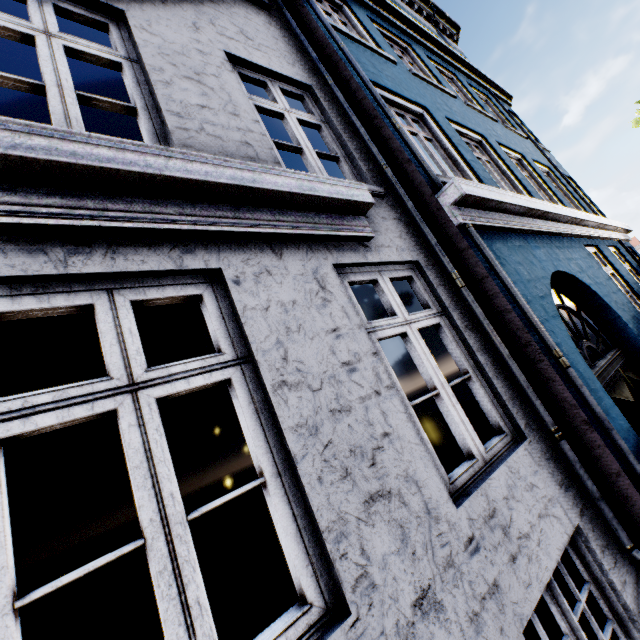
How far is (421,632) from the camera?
1.4m
